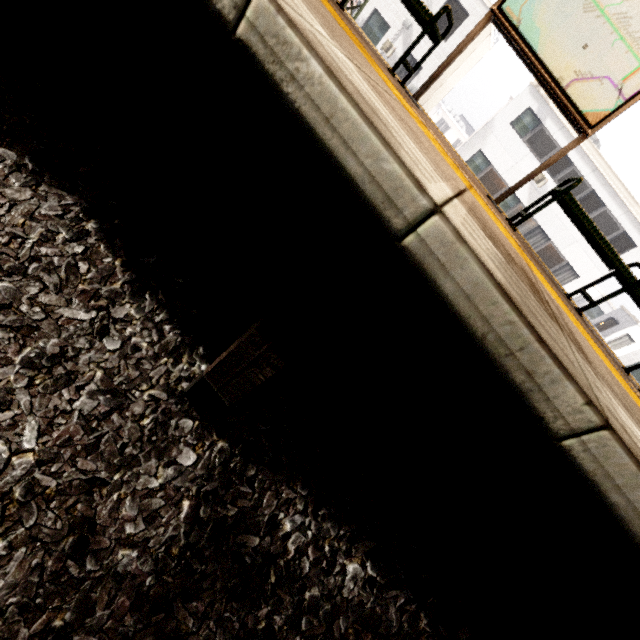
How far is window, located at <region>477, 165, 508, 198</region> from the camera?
20.0m

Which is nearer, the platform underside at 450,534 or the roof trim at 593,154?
the platform underside at 450,534

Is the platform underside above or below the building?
below

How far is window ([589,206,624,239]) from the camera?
18.4 meters

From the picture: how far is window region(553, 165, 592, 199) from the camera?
18.3 meters

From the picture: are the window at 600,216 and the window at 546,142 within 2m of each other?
no

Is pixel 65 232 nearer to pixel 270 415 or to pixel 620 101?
pixel 270 415

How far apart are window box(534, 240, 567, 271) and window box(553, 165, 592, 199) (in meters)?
2.09
